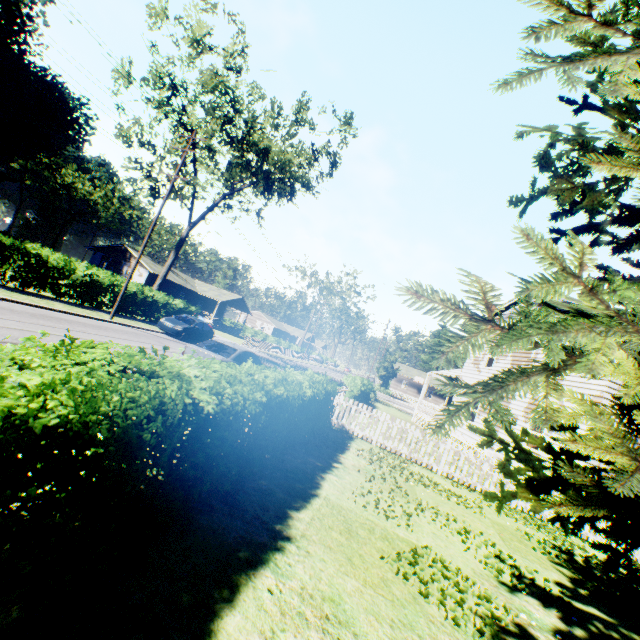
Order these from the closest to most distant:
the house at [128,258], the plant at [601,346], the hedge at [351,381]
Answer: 1. the plant at [601,346]
2. the hedge at [351,381]
3. the house at [128,258]

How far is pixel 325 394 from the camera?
9.6m

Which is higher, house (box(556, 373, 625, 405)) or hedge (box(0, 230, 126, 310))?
house (box(556, 373, 625, 405))

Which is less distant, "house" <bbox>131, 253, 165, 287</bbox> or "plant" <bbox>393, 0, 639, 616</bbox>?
"plant" <bbox>393, 0, 639, 616</bbox>

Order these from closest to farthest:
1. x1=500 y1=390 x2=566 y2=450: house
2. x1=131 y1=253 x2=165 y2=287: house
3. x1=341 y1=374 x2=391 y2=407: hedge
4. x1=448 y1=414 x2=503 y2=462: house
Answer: x1=500 y1=390 x2=566 y2=450: house < x1=448 y1=414 x2=503 y2=462: house < x1=341 y1=374 x2=391 y2=407: hedge < x1=131 y1=253 x2=165 y2=287: house

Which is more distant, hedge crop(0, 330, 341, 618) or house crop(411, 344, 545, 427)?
house crop(411, 344, 545, 427)

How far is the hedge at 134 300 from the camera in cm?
2192

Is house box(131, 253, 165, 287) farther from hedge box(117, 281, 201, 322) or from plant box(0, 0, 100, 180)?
plant box(0, 0, 100, 180)
